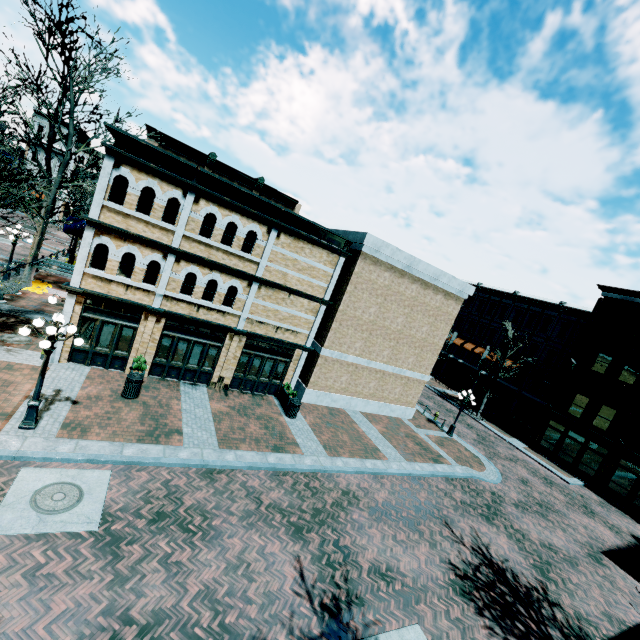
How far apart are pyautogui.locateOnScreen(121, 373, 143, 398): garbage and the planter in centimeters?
692cm

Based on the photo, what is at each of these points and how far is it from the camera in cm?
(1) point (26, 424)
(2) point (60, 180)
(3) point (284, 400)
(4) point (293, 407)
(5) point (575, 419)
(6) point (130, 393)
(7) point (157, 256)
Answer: (1) light, 953
(2) tree, 1842
(3) planter, 1725
(4) garbage, 1630
(5) building, 2619
(6) garbage, 1282
(7) building, 1382

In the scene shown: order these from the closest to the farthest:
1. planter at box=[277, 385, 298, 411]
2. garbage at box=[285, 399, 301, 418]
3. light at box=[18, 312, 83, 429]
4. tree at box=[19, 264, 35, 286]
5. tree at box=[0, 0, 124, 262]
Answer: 1. light at box=[18, 312, 83, 429]
2. tree at box=[0, 0, 124, 262]
3. tree at box=[19, 264, 35, 286]
4. garbage at box=[285, 399, 301, 418]
5. planter at box=[277, 385, 298, 411]

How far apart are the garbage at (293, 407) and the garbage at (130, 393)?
6.81m

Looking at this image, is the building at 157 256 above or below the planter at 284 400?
above

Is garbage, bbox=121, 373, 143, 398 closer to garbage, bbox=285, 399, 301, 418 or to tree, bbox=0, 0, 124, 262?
tree, bbox=0, 0, 124, 262

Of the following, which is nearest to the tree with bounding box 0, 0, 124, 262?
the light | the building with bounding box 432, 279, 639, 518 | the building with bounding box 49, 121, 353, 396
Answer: the building with bounding box 49, 121, 353, 396

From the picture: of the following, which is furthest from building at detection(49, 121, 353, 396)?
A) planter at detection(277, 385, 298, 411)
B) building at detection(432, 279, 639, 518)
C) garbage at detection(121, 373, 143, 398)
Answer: garbage at detection(121, 373, 143, 398)
